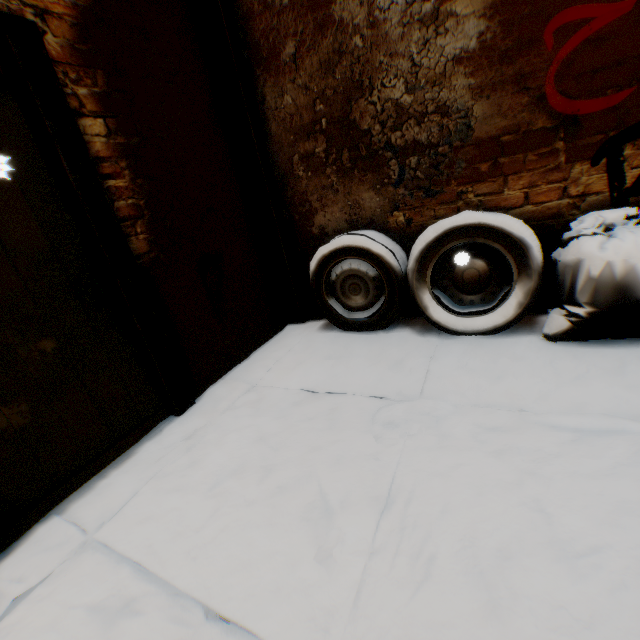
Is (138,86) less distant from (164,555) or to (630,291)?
(164,555)

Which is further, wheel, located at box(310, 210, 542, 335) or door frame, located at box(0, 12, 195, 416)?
wheel, located at box(310, 210, 542, 335)

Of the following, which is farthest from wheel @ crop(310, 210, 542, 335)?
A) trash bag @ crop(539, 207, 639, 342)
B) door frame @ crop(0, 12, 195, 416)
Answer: door frame @ crop(0, 12, 195, 416)

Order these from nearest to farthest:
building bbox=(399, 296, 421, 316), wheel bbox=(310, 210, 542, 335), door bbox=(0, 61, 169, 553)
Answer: door bbox=(0, 61, 169, 553), wheel bbox=(310, 210, 542, 335), building bbox=(399, 296, 421, 316)

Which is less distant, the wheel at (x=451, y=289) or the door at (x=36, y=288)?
the door at (x=36, y=288)

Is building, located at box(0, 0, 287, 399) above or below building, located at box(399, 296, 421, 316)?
above

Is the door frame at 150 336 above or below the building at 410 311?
above

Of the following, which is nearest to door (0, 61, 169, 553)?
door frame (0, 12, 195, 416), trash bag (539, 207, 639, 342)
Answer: door frame (0, 12, 195, 416)
